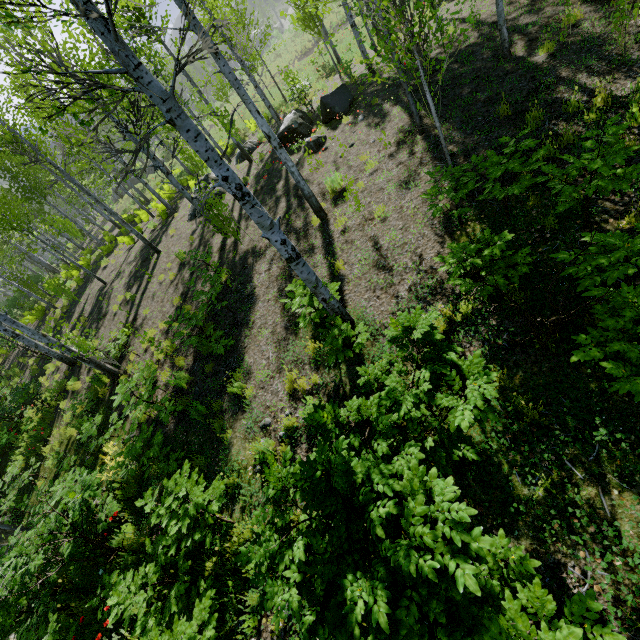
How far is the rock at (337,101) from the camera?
11.61m

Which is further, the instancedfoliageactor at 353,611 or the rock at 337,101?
the rock at 337,101

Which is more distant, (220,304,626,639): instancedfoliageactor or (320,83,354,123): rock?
(320,83,354,123): rock

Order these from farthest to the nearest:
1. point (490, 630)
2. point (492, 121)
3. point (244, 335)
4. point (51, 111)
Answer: point (51, 111), point (244, 335), point (492, 121), point (490, 630)

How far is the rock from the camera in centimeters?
1161cm
